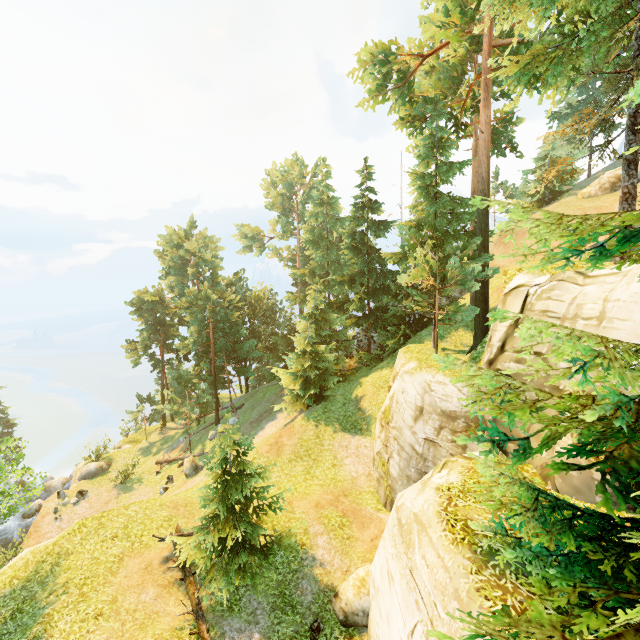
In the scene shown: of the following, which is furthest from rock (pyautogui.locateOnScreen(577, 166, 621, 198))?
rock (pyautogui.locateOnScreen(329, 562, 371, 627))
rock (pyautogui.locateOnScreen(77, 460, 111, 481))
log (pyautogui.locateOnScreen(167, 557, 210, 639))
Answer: rock (pyautogui.locateOnScreen(77, 460, 111, 481))

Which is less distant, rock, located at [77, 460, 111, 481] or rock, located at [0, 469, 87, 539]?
rock, located at [0, 469, 87, 539]

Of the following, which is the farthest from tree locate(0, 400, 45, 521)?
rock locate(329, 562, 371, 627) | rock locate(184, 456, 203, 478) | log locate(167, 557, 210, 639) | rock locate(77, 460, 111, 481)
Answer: rock locate(77, 460, 111, 481)

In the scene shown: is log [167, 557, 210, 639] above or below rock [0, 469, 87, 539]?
above

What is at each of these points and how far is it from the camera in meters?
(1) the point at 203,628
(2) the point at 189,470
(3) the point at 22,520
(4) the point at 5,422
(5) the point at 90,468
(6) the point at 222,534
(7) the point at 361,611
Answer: (1) log, 11.1
(2) rock, 24.9
(3) rock, 26.7
(4) tree, 42.6
(5) rock, 29.2
(6) tree, 12.8
(7) rock, 11.8

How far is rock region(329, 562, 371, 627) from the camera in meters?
11.8 m

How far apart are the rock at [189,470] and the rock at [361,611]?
15.7 meters

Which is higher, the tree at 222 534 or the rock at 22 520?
the tree at 222 534
